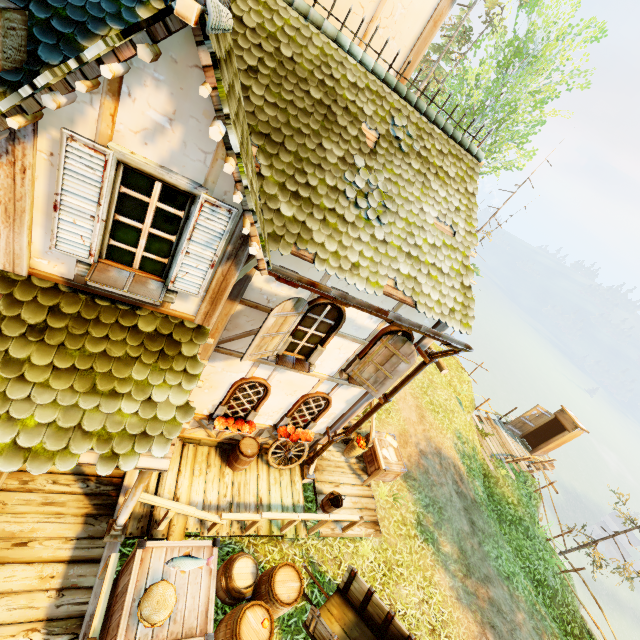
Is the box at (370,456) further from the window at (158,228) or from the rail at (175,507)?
the window at (158,228)

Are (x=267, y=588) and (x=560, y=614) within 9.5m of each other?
no

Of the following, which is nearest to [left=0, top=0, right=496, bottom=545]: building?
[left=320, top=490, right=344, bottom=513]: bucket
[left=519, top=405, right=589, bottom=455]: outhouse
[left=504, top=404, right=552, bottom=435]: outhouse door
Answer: [left=320, top=490, right=344, bottom=513]: bucket

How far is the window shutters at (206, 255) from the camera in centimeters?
302cm

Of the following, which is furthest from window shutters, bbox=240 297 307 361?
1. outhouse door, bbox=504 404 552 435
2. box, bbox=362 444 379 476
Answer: outhouse door, bbox=504 404 552 435

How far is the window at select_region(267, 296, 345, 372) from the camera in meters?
5.3 m

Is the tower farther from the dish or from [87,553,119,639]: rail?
the dish

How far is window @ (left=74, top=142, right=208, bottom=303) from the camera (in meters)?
2.79
